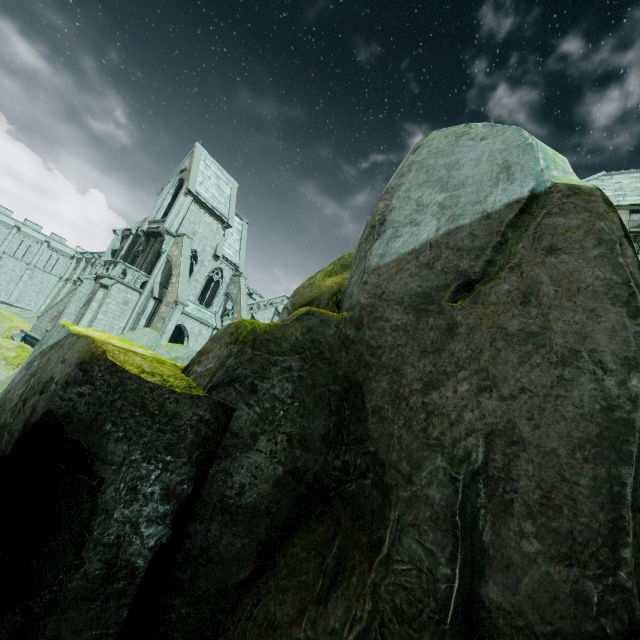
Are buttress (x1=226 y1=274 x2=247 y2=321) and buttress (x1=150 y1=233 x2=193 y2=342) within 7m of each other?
yes

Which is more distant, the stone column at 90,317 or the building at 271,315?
the building at 271,315

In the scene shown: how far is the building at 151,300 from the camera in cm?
2558

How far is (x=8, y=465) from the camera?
2.2 meters

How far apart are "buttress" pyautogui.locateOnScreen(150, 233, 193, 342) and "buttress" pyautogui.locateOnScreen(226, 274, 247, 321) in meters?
5.9

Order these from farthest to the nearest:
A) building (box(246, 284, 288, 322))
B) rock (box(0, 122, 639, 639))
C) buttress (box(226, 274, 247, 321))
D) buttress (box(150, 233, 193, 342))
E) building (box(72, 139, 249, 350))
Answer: building (box(246, 284, 288, 322)), buttress (box(226, 274, 247, 321)), building (box(72, 139, 249, 350)), buttress (box(150, 233, 193, 342)), rock (box(0, 122, 639, 639))

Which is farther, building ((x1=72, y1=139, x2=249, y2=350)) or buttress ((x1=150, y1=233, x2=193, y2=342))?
building ((x1=72, y1=139, x2=249, y2=350))

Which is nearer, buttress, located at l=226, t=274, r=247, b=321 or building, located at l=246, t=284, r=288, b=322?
buttress, located at l=226, t=274, r=247, b=321
